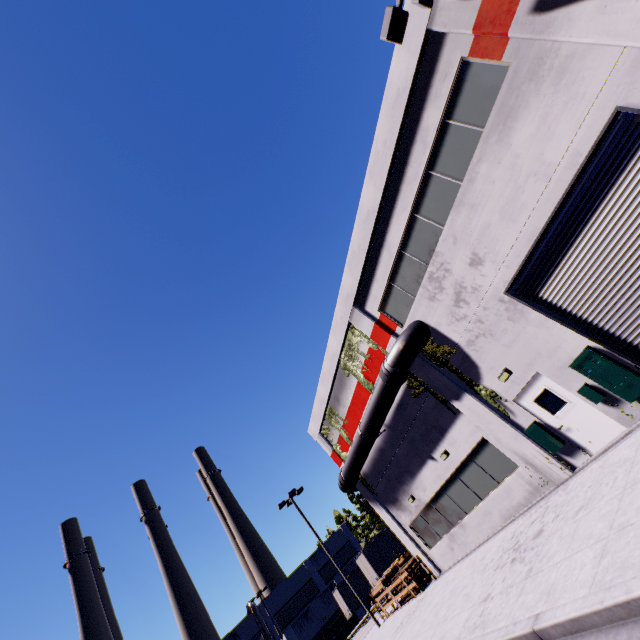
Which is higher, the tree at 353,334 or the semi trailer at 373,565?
the tree at 353,334

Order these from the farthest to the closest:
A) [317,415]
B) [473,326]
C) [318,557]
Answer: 1. [318,557]
2. [317,415]
3. [473,326]

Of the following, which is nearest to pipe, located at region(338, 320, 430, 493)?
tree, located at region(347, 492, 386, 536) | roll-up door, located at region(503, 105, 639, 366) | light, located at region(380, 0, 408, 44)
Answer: roll-up door, located at region(503, 105, 639, 366)

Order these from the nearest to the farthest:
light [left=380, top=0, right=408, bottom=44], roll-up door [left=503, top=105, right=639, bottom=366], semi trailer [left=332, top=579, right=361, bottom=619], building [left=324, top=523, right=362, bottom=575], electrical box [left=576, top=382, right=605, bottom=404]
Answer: roll-up door [left=503, top=105, right=639, bottom=366], light [left=380, top=0, right=408, bottom=44], electrical box [left=576, top=382, right=605, bottom=404], semi trailer [left=332, top=579, right=361, bottom=619], building [left=324, top=523, right=362, bottom=575]

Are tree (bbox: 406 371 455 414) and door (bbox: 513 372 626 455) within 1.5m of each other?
no

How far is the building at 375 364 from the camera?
15.49m

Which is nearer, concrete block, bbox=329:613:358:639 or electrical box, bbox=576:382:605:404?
electrical box, bbox=576:382:605:404

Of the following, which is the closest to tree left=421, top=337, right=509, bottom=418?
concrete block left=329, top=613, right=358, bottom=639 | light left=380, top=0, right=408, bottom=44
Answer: light left=380, top=0, right=408, bottom=44
